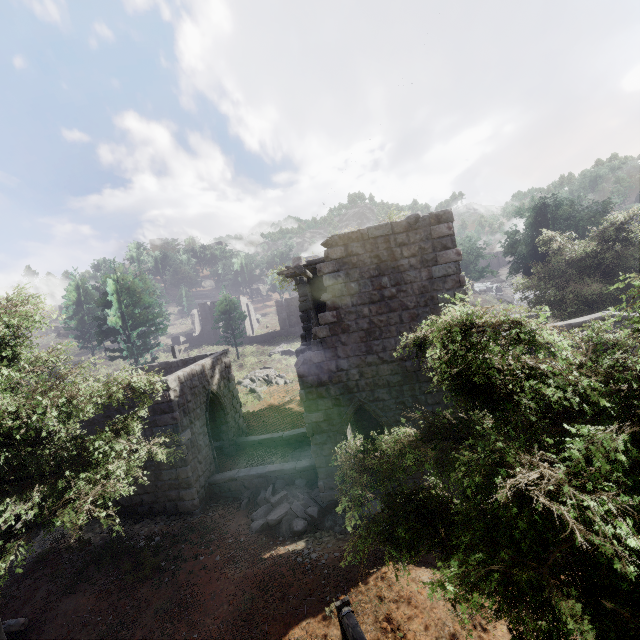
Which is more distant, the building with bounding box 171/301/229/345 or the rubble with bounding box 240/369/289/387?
the building with bounding box 171/301/229/345

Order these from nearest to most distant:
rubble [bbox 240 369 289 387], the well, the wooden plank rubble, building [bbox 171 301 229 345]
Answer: the well
the wooden plank rubble
rubble [bbox 240 369 289 387]
building [bbox 171 301 229 345]

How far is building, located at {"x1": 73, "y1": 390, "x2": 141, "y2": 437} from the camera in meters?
11.8 m

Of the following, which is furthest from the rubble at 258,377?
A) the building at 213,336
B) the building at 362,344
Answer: the building at 213,336

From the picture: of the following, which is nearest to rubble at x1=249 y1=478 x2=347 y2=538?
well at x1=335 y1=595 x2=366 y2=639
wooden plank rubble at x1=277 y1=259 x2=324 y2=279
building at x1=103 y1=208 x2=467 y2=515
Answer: building at x1=103 y1=208 x2=467 y2=515

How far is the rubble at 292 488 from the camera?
10.8m

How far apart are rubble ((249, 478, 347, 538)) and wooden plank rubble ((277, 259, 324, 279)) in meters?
7.5

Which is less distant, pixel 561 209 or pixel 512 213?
pixel 561 209
